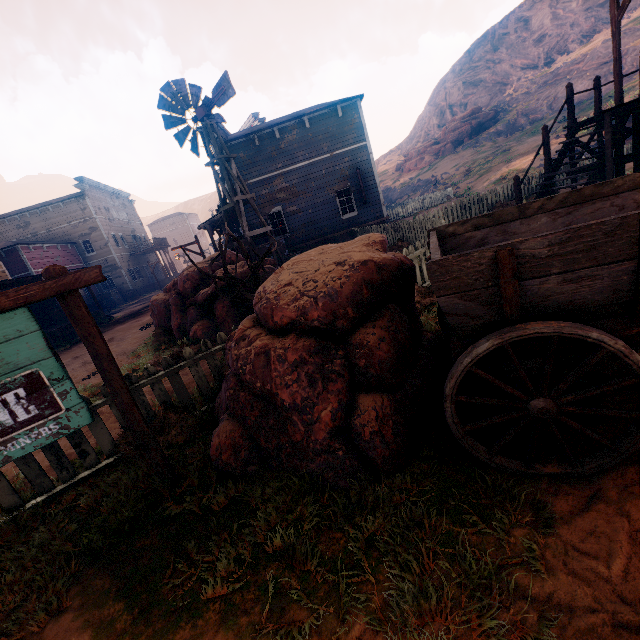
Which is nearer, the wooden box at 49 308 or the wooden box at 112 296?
the wooden box at 49 308

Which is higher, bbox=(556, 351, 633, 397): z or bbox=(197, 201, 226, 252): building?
bbox=(197, 201, 226, 252): building

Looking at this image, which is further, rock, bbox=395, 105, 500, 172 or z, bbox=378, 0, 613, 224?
rock, bbox=395, 105, 500, 172

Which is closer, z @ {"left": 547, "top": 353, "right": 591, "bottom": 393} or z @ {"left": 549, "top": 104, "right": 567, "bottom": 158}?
z @ {"left": 547, "top": 353, "right": 591, "bottom": 393}

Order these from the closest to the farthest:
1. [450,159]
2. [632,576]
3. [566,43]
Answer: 1. [632,576]
2. [450,159]
3. [566,43]

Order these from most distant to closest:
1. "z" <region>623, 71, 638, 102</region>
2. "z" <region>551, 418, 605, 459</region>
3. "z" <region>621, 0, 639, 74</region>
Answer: "z" <region>621, 0, 639, 74</region> → "z" <region>623, 71, 638, 102</region> → "z" <region>551, 418, 605, 459</region>

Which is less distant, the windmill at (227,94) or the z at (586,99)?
the windmill at (227,94)
